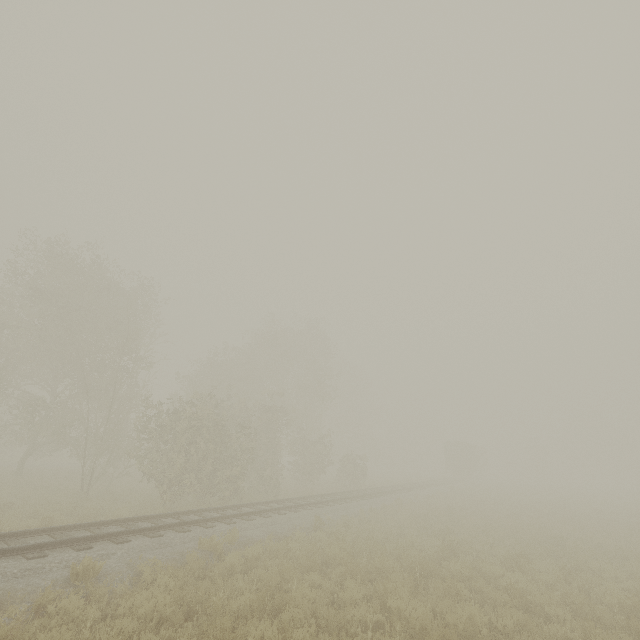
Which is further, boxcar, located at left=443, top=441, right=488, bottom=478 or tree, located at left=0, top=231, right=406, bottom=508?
boxcar, located at left=443, top=441, right=488, bottom=478

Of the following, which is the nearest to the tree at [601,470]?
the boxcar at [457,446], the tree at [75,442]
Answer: the boxcar at [457,446]

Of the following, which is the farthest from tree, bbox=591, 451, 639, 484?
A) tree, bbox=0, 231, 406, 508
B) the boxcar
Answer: tree, bbox=0, 231, 406, 508

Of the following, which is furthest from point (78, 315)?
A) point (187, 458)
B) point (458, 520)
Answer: point (458, 520)

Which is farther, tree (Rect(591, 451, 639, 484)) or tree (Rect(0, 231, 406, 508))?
tree (Rect(591, 451, 639, 484))

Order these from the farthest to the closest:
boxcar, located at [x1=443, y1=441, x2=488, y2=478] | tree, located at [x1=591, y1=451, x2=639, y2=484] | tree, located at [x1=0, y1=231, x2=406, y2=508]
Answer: tree, located at [x1=591, y1=451, x2=639, y2=484] → boxcar, located at [x1=443, y1=441, x2=488, y2=478] → tree, located at [x1=0, y1=231, x2=406, y2=508]

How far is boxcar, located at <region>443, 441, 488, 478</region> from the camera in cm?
4419

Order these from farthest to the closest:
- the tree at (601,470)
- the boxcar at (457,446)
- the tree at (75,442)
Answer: Answer:
1. the tree at (601,470)
2. the boxcar at (457,446)
3. the tree at (75,442)
